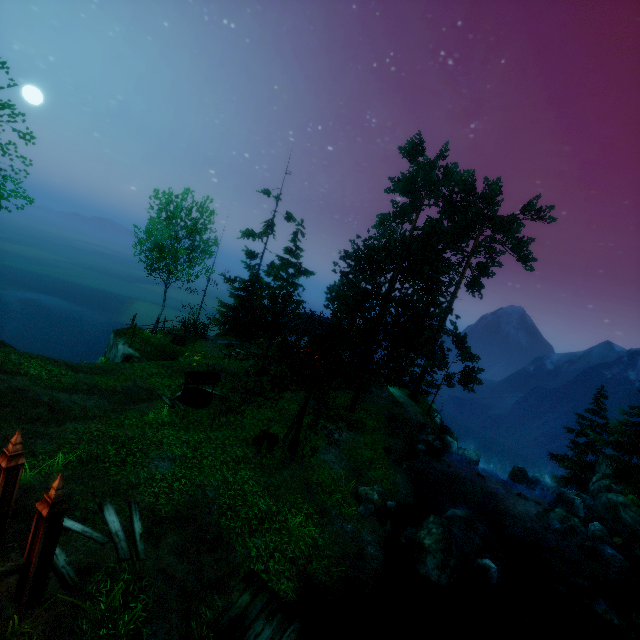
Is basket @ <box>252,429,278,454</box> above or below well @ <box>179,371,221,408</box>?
above

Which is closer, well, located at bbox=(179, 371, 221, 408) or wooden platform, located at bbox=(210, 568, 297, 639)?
wooden platform, located at bbox=(210, 568, 297, 639)

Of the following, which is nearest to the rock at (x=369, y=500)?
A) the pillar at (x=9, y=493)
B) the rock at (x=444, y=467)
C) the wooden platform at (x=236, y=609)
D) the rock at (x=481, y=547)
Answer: the rock at (x=481, y=547)

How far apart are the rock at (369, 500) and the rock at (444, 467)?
8.85m

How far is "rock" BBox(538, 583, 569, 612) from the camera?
14.35m

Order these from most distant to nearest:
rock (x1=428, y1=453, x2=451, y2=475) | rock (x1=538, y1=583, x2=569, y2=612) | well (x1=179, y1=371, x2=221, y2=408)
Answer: rock (x1=428, y1=453, x2=451, y2=475), well (x1=179, y1=371, x2=221, y2=408), rock (x1=538, y1=583, x2=569, y2=612)

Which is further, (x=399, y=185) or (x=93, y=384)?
(x=399, y=185)

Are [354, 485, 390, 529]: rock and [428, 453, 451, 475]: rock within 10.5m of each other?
yes
